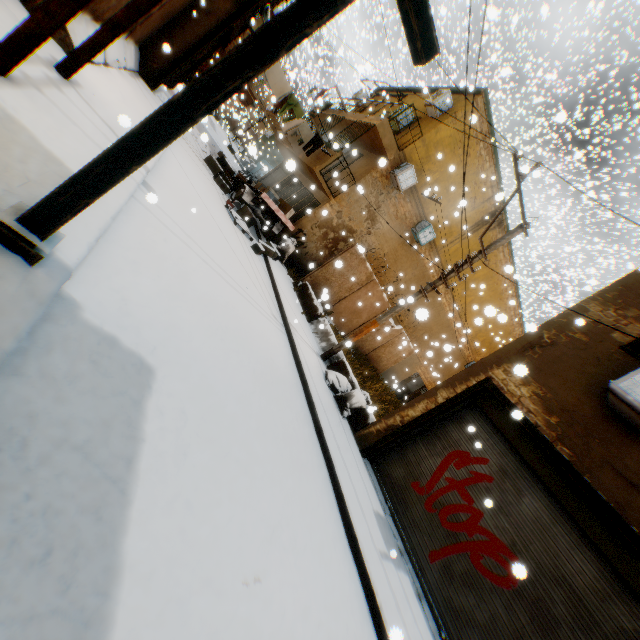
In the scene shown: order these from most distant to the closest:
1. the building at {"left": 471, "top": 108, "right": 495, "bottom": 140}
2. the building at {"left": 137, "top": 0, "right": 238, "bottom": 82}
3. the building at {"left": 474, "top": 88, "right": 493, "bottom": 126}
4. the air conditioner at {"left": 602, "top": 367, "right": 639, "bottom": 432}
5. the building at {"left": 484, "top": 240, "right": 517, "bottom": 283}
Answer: the building at {"left": 484, "top": 240, "right": 517, "bottom": 283} < the building at {"left": 474, "top": 88, "right": 493, "bottom": 126} < the building at {"left": 137, "top": 0, "right": 238, "bottom": 82} < the building at {"left": 471, "top": 108, "right": 495, "bottom": 140} < the air conditioner at {"left": 602, "top": 367, "right": 639, "bottom": 432}

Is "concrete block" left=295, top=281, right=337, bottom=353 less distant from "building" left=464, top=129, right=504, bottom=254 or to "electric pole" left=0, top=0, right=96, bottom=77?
"building" left=464, top=129, right=504, bottom=254

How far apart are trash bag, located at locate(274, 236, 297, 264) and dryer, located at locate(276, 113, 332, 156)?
4.2 meters

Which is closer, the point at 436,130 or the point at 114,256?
the point at 114,256

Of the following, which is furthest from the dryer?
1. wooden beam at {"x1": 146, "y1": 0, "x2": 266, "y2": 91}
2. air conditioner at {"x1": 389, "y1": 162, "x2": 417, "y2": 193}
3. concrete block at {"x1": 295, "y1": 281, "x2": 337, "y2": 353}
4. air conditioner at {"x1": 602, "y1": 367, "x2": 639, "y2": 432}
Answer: air conditioner at {"x1": 602, "y1": 367, "x2": 639, "y2": 432}

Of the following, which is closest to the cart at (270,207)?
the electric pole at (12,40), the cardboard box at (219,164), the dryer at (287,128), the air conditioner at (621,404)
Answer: the cardboard box at (219,164)

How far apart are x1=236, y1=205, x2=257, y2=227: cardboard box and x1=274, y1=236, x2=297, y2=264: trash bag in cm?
25

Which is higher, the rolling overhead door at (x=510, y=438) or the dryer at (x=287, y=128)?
the dryer at (x=287, y=128)
